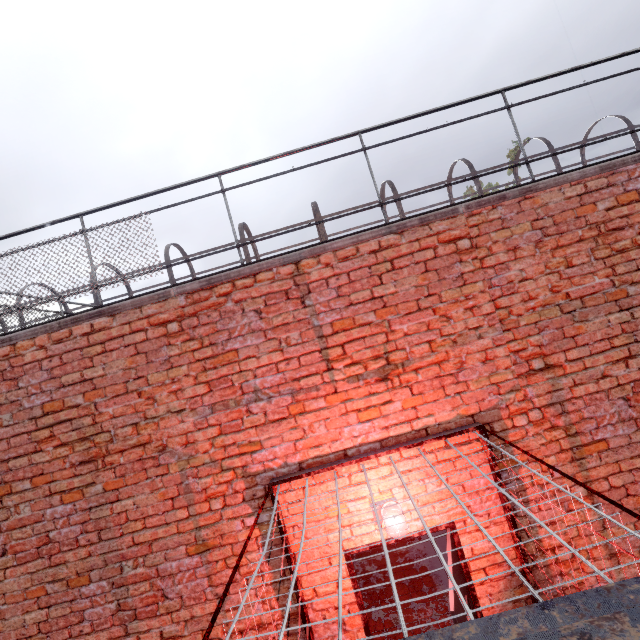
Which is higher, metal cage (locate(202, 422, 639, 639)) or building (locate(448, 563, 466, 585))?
metal cage (locate(202, 422, 639, 639))

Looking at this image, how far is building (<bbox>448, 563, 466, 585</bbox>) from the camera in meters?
2.5 m

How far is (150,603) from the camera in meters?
3.0 m

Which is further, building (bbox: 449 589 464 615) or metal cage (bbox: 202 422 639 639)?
building (bbox: 449 589 464 615)

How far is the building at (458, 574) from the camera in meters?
2.5 m
